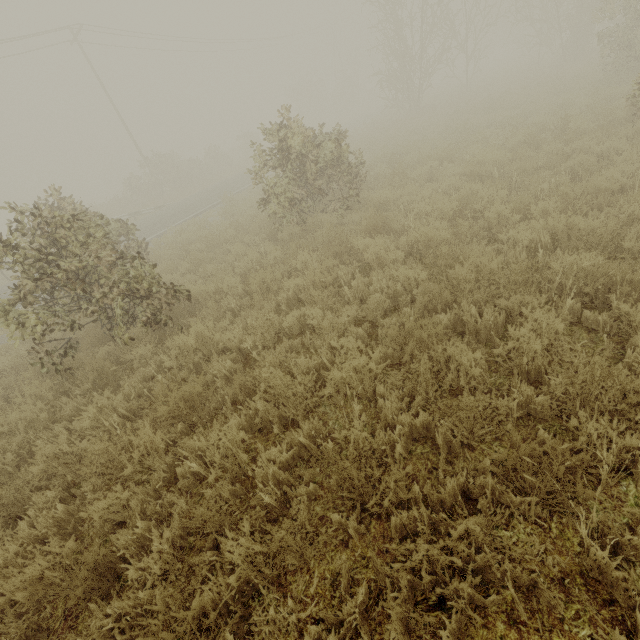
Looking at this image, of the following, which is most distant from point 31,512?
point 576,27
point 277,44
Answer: point 277,44
